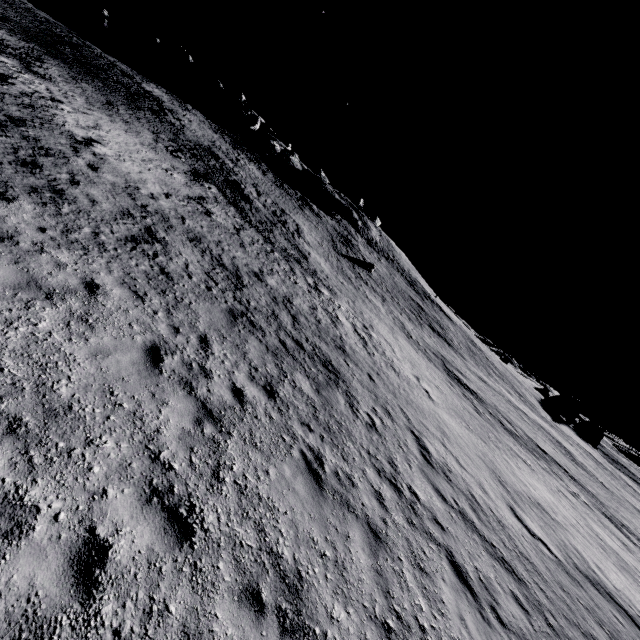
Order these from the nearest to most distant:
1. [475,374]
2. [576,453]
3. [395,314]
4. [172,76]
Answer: [395,314] < [475,374] < [576,453] < [172,76]
